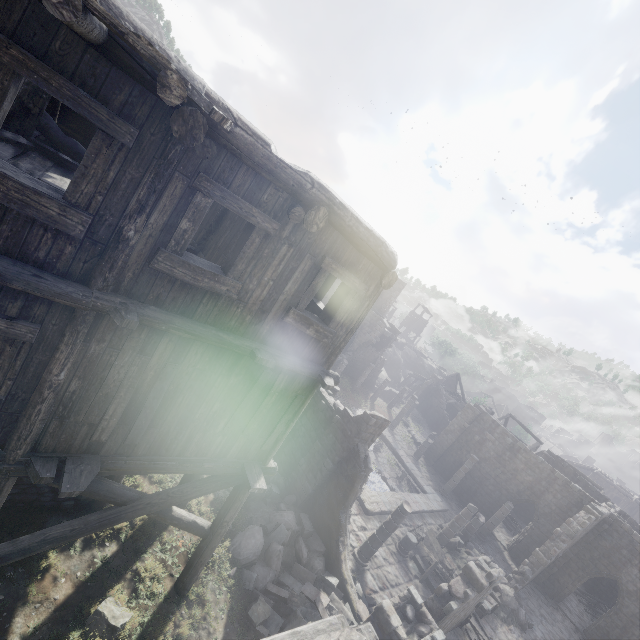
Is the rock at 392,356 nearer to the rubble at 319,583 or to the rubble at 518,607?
the rubble at 518,607

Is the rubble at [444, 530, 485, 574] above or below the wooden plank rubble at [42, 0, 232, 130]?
below

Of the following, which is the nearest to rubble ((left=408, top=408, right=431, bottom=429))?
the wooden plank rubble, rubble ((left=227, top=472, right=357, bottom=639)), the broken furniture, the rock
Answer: the rock

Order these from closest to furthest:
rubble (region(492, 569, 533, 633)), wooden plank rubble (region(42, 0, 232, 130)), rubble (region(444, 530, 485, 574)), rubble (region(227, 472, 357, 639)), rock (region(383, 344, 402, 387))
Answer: →
1. wooden plank rubble (region(42, 0, 232, 130))
2. rubble (region(227, 472, 357, 639))
3. rubble (region(492, 569, 533, 633))
4. rubble (region(444, 530, 485, 574))
5. rock (region(383, 344, 402, 387))

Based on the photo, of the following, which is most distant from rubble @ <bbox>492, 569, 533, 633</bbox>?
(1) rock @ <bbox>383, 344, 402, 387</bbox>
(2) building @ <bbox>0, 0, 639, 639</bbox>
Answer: (1) rock @ <bbox>383, 344, 402, 387</bbox>

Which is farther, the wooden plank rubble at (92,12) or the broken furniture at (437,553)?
the broken furniture at (437,553)

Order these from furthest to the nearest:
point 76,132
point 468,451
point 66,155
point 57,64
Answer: point 468,451, point 76,132, point 66,155, point 57,64

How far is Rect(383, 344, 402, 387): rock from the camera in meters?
46.7
